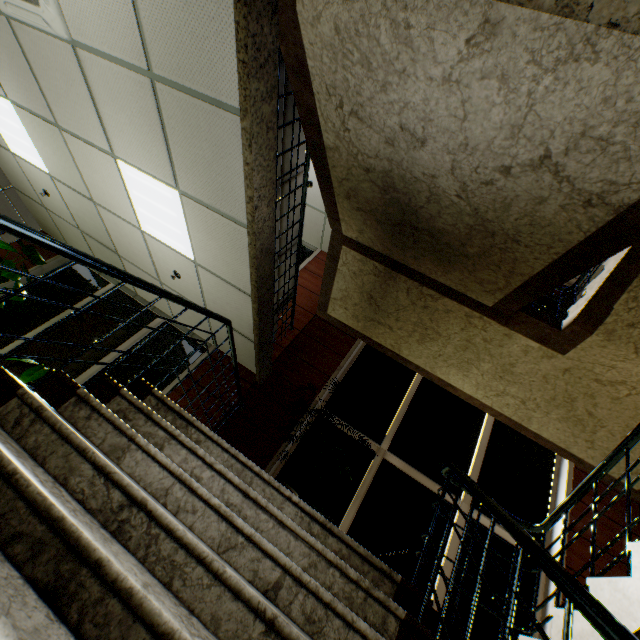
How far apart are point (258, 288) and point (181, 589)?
2.73m

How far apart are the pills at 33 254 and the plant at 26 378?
2.09m

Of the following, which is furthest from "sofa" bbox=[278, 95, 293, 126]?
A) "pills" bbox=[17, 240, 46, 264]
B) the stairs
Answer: "pills" bbox=[17, 240, 46, 264]

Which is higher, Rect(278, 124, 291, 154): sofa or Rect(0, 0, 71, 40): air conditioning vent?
Rect(278, 124, 291, 154): sofa

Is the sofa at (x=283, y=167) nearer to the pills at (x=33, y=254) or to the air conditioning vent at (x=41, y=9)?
the air conditioning vent at (x=41, y=9)

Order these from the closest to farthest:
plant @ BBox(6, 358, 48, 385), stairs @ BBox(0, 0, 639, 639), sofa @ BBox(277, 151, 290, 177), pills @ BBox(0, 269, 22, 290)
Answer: stairs @ BBox(0, 0, 639, 639), sofa @ BBox(277, 151, 290, 177), plant @ BBox(6, 358, 48, 385), pills @ BBox(0, 269, 22, 290)

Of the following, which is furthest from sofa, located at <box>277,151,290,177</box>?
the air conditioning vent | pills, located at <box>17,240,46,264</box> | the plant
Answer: pills, located at <box>17,240,46,264</box>

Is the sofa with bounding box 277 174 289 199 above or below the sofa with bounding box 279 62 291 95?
above
